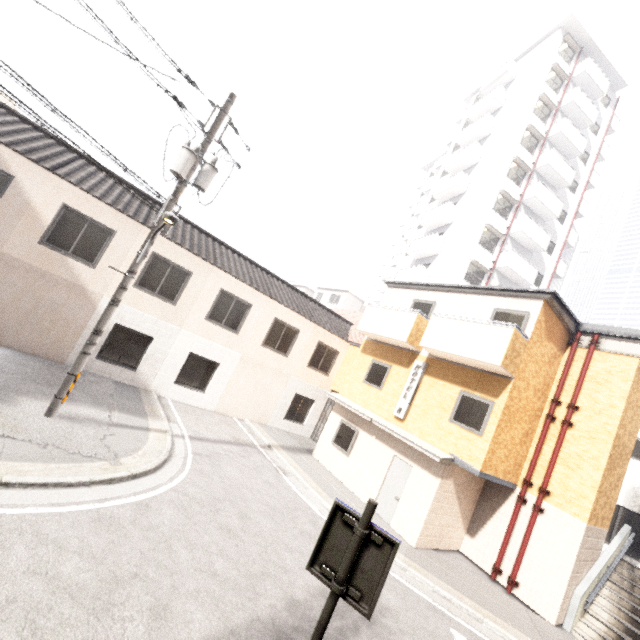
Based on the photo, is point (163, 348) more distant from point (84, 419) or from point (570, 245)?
point (570, 245)

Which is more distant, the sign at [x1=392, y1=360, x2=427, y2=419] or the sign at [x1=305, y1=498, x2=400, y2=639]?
the sign at [x1=392, y1=360, x2=427, y2=419]

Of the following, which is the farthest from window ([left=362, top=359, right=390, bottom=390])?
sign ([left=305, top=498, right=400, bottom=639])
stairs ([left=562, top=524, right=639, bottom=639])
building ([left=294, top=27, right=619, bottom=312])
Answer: sign ([left=305, top=498, right=400, bottom=639])

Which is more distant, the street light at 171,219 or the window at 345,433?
the window at 345,433

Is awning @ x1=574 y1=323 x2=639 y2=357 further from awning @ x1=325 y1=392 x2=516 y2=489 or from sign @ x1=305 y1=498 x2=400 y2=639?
sign @ x1=305 y1=498 x2=400 y2=639

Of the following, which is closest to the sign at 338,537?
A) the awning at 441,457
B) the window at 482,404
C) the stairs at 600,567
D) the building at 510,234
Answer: the awning at 441,457

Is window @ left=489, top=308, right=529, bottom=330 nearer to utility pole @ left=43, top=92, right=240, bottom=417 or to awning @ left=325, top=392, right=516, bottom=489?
awning @ left=325, top=392, right=516, bottom=489

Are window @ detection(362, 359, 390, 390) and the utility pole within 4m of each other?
no
